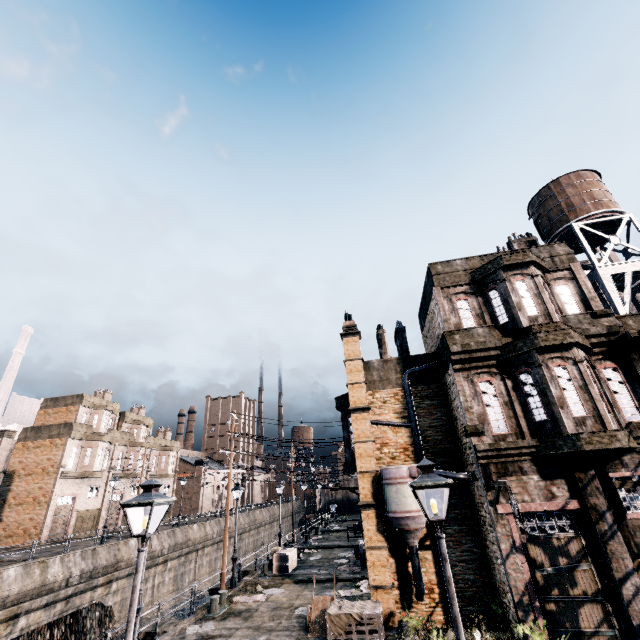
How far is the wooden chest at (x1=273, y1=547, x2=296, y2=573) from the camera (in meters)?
23.52

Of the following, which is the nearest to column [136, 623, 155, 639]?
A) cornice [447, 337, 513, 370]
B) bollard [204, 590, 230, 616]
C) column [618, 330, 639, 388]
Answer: bollard [204, 590, 230, 616]

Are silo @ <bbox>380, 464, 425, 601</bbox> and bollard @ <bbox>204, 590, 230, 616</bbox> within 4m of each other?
no

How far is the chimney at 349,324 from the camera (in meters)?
20.06

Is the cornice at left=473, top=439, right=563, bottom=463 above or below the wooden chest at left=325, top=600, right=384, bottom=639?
above

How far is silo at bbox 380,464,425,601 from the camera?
13.8m

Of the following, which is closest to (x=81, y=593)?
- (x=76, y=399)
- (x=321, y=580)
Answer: (x=321, y=580)

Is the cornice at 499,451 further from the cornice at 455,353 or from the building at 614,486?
the cornice at 455,353
